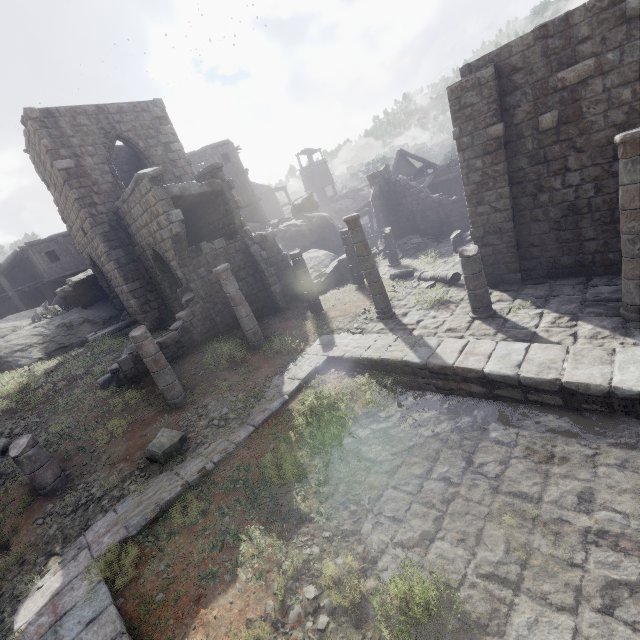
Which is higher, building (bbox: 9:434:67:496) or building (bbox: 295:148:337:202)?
building (bbox: 295:148:337:202)

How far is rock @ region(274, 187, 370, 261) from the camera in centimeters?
2733cm

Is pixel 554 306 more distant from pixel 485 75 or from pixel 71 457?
pixel 71 457

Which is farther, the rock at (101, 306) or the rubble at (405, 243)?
the rubble at (405, 243)

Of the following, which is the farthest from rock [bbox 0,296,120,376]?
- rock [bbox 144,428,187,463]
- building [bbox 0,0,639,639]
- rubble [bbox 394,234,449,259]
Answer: rubble [bbox 394,234,449,259]

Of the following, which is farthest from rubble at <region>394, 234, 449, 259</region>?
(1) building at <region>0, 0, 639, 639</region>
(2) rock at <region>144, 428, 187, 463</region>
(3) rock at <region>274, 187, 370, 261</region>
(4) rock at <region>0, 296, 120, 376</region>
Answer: (4) rock at <region>0, 296, 120, 376</region>

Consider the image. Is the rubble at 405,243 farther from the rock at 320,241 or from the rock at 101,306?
the rock at 101,306

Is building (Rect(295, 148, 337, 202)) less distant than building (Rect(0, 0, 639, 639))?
No
